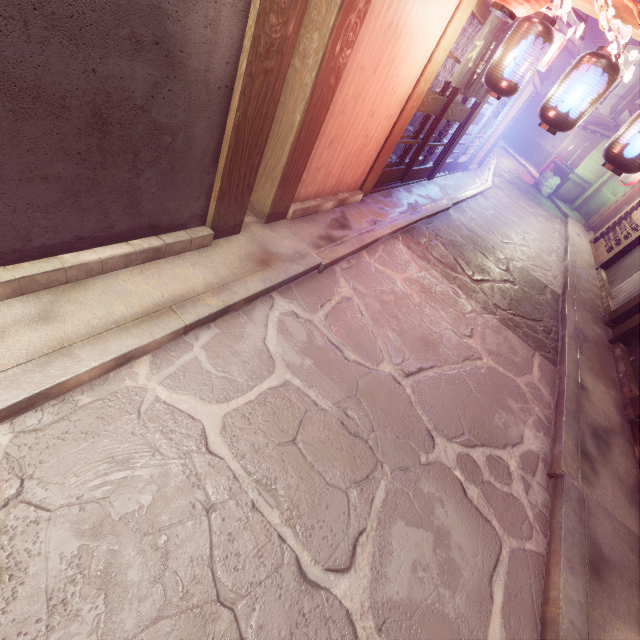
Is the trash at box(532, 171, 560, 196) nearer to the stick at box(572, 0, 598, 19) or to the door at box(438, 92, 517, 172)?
the door at box(438, 92, 517, 172)

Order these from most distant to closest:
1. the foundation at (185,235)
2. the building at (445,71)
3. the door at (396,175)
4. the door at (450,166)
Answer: the door at (450,166) < the building at (445,71) < the door at (396,175) < the foundation at (185,235)

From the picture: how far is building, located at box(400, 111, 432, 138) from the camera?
14.4m

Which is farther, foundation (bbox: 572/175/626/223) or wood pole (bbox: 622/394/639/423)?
foundation (bbox: 572/175/626/223)

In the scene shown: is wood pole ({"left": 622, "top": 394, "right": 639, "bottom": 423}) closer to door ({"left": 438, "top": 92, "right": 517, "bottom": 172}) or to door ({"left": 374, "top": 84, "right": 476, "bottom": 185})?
door ({"left": 374, "top": 84, "right": 476, "bottom": 185})

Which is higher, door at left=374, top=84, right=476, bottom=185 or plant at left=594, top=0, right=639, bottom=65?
plant at left=594, top=0, right=639, bottom=65

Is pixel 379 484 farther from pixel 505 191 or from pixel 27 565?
pixel 505 191

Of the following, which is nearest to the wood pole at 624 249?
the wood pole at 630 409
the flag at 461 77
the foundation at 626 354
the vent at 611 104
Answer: the foundation at 626 354
